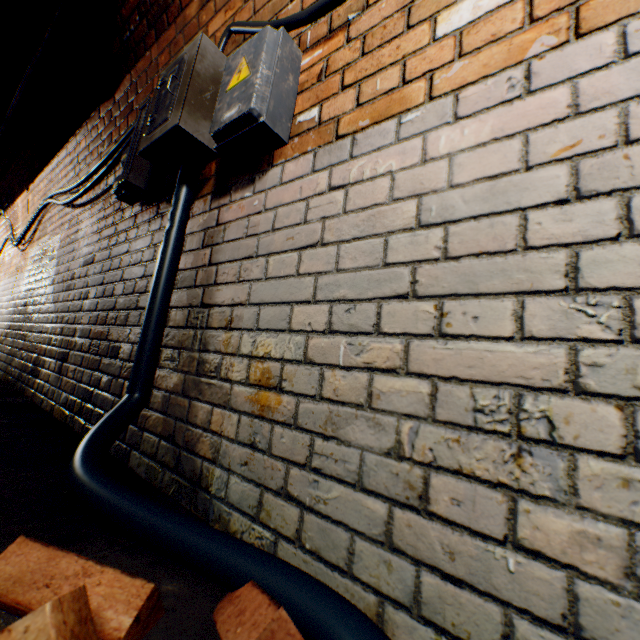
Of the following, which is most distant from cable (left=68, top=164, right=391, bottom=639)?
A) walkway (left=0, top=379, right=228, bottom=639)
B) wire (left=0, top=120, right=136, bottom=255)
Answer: wire (left=0, top=120, right=136, bottom=255)

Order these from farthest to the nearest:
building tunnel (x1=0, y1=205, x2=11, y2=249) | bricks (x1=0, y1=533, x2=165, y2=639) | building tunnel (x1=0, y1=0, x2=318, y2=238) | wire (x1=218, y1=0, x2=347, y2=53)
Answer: building tunnel (x1=0, y1=205, x2=11, y2=249), building tunnel (x1=0, y1=0, x2=318, y2=238), wire (x1=218, y1=0, x2=347, y2=53), bricks (x1=0, y1=533, x2=165, y2=639)

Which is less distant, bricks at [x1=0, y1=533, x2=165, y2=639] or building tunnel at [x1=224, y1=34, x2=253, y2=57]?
bricks at [x1=0, y1=533, x2=165, y2=639]

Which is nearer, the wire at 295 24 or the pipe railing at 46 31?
the wire at 295 24

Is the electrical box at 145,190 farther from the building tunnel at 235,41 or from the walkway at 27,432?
the walkway at 27,432

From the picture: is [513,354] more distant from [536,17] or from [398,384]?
[536,17]

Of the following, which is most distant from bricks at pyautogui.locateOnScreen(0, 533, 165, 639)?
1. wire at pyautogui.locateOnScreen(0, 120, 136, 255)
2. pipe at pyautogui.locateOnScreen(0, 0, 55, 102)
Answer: pipe at pyautogui.locateOnScreen(0, 0, 55, 102)

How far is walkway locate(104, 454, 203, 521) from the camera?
1.1 meters
